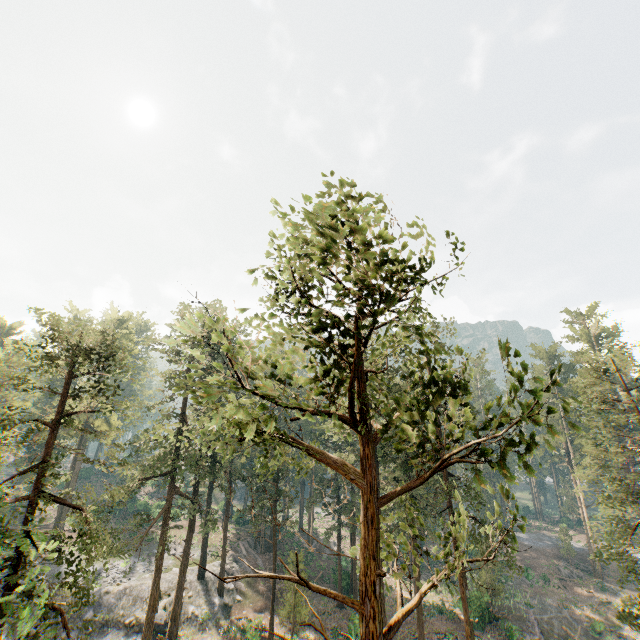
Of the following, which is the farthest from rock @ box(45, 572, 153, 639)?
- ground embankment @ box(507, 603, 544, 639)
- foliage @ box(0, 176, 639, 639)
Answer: ground embankment @ box(507, 603, 544, 639)

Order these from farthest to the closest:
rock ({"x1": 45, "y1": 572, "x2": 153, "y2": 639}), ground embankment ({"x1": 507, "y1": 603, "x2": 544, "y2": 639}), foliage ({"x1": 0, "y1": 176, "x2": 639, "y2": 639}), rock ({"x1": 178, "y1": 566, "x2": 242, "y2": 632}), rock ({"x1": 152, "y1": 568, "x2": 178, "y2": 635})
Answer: rock ({"x1": 178, "y1": 566, "x2": 242, "y2": 632}) < ground embankment ({"x1": 507, "y1": 603, "x2": 544, "y2": 639}) < rock ({"x1": 152, "y1": 568, "x2": 178, "y2": 635}) < rock ({"x1": 45, "y1": 572, "x2": 153, "y2": 639}) < foliage ({"x1": 0, "y1": 176, "x2": 639, "y2": 639})

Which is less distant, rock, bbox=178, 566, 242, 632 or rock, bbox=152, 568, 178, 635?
rock, bbox=152, 568, 178, 635

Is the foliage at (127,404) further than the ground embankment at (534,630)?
No

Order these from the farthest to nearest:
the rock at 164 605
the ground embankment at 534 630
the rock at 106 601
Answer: the ground embankment at 534 630 < the rock at 164 605 < the rock at 106 601

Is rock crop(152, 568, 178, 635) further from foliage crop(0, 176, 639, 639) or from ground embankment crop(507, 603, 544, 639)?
ground embankment crop(507, 603, 544, 639)

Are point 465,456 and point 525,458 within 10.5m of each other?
yes
